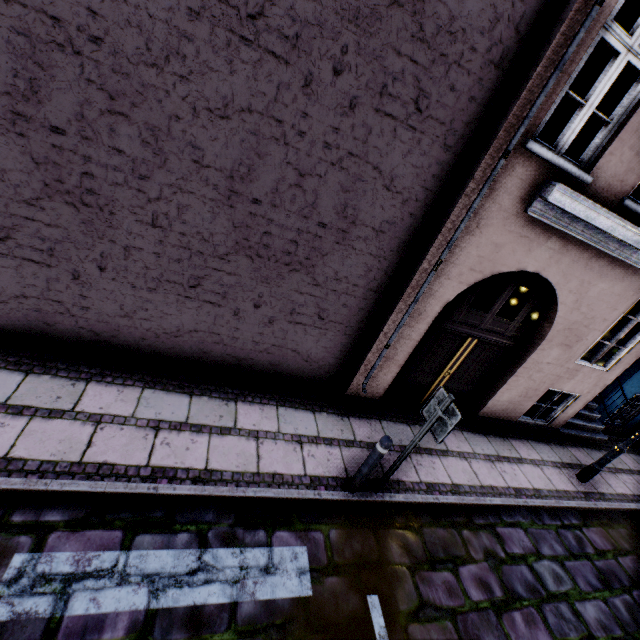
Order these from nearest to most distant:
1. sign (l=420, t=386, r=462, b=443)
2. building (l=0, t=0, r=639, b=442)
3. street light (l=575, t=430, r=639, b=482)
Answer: building (l=0, t=0, r=639, b=442), sign (l=420, t=386, r=462, b=443), street light (l=575, t=430, r=639, b=482)

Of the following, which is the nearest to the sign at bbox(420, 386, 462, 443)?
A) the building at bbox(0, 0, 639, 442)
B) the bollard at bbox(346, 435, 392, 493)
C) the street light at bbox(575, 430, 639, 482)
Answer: the bollard at bbox(346, 435, 392, 493)

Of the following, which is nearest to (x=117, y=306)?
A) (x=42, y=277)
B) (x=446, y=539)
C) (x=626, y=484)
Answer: (x=42, y=277)

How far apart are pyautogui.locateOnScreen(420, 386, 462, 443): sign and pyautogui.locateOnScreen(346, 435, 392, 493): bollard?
0.5m

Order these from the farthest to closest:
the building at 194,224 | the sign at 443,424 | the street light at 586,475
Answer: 1. the street light at 586,475
2. the sign at 443,424
3. the building at 194,224

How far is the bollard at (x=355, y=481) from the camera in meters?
4.0

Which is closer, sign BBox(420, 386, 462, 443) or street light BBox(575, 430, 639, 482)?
sign BBox(420, 386, 462, 443)

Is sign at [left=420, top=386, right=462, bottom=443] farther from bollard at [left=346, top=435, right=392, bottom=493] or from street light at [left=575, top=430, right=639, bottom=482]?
street light at [left=575, top=430, right=639, bottom=482]
